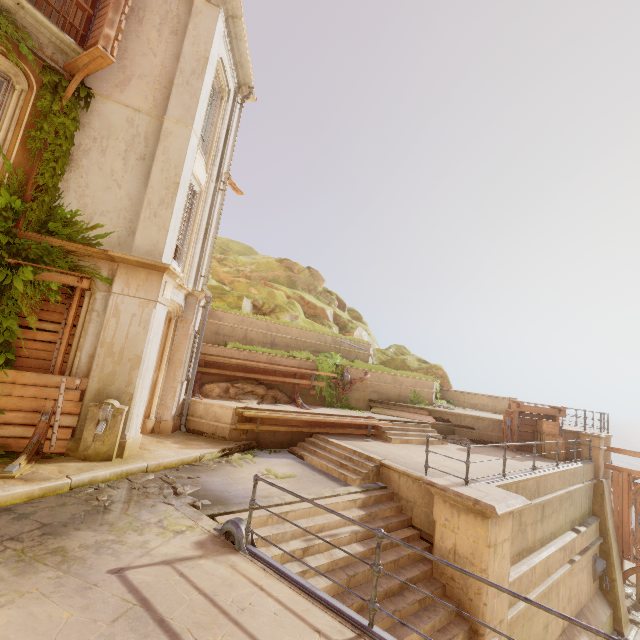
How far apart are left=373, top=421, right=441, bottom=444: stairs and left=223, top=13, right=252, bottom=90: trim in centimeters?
1359cm

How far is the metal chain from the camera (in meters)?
A: 11.88

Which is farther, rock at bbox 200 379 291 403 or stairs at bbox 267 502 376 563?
rock at bbox 200 379 291 403

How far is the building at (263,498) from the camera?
6.39m

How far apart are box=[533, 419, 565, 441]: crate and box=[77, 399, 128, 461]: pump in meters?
15.3 m

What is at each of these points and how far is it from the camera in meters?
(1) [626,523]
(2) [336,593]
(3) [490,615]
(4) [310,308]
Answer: (1) trim, 13.2 m
(2) stairs, 5.5 m
(3) pillar, 6.0 m
(4) rock, 25.2 m

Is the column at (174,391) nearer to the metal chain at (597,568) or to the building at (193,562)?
the building at (193,562)

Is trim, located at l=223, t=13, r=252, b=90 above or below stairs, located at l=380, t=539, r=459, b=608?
above
